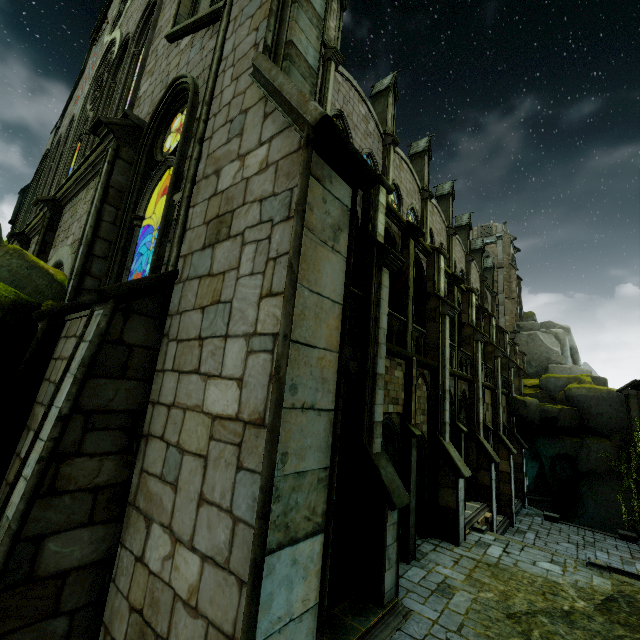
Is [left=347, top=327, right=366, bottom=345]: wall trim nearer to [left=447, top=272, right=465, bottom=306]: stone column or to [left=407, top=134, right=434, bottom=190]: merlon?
[left=447, top=272, right=465, bottom=306]: stone column

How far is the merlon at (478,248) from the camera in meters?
28.5

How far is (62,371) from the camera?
4.07m

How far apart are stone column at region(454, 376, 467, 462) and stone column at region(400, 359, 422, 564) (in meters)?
5.32

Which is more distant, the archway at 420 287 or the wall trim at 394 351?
the archway at 420 287

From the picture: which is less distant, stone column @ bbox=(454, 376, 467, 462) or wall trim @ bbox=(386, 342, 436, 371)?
wall trim @ bbox=(386, 342, 436, 371)

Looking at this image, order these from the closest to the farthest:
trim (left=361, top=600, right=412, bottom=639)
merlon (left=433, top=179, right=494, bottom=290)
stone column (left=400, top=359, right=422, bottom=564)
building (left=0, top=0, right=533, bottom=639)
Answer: building (left=0, top=0, right=533, bottom=639) < trim (left=361, top=600, right=412, bottom=639) < stone column (left=400, top=359, right=422, bottom=564) < merlon (left=433, top=179, right=494, bottom=290)

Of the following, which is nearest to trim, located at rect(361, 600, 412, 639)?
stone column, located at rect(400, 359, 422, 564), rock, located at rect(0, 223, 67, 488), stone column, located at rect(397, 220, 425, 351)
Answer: stone column, located at rect(400, 359, 422, 564)
